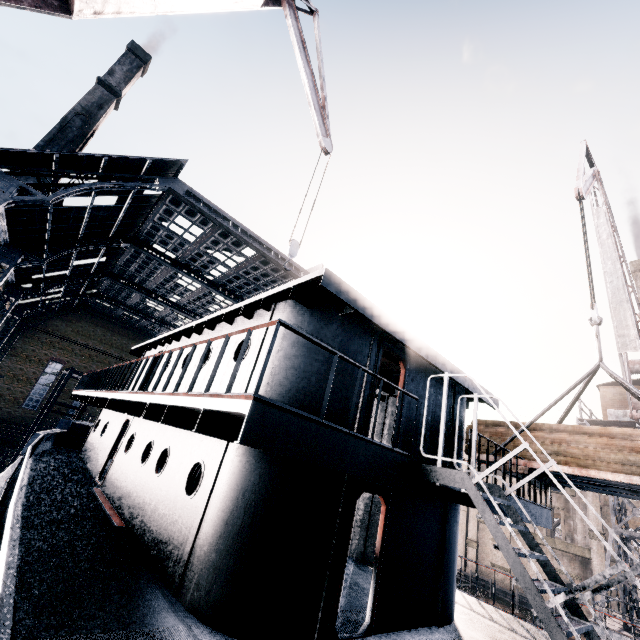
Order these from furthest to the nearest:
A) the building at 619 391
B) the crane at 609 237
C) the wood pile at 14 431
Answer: the wood pile at 14 431 < the building at 619 391 < the crane at 609 237

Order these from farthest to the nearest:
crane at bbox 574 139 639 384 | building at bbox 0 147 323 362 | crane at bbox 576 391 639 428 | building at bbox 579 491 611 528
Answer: building at bbox 579 491 611 528
building at bbox 0 147 323 362
crane at bbox 576 391 639 428
crane at bbox 574 139 639 384

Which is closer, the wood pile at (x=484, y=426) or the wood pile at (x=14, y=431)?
the wood pile at (x=484, y=426)

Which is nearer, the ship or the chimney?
the ship

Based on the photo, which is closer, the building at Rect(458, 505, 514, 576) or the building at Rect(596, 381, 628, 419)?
the building at Rect(596, 381, 628, 419)

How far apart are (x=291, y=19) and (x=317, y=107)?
3.7m

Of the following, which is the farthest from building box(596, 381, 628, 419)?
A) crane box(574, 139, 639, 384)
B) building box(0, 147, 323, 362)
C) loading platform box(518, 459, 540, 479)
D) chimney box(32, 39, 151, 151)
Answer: chimney box(32, 39, 151, 151)

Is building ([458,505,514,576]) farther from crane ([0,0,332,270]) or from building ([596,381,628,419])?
building ([596,381,628,419])
